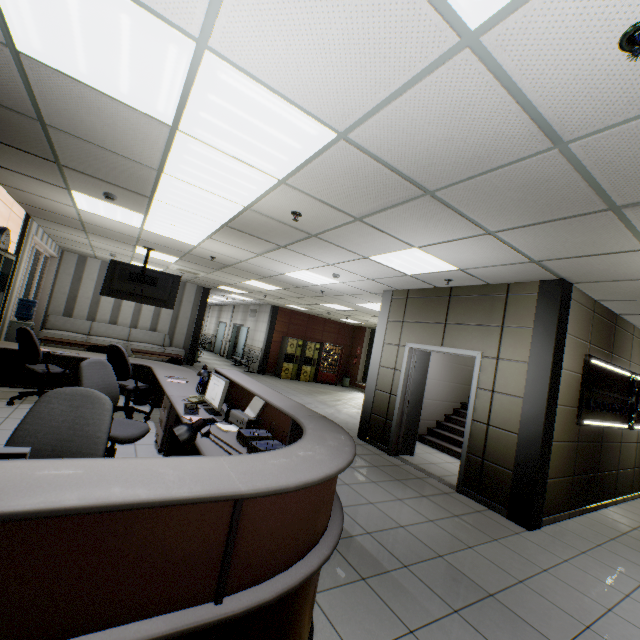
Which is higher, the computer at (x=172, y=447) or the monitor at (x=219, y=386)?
the monitor at (x=219, y=386)

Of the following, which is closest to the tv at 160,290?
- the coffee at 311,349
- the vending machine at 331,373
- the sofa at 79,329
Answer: the sofa at 79,329

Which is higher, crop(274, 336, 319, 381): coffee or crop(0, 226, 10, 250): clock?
crop(0, 226, 10, 250): clock

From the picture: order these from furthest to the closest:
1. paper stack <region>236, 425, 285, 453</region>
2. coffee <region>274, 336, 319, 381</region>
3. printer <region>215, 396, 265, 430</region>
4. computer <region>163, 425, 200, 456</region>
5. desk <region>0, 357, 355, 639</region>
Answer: coffee <region>274, 336, 319, 381</region> < computer <region>163, 425, 200, 456</region> < printer <region>215, 396, 265, 430</region> < paper stack <region>236, 425, 285, 453</region> < desk <region>0, 357, 355, 639</region>

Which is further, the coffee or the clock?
the coffee

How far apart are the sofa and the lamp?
11.3 meters

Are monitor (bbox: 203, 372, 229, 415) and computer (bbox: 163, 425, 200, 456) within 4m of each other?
yes

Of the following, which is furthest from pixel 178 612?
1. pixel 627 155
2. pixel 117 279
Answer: pixel 117 279
